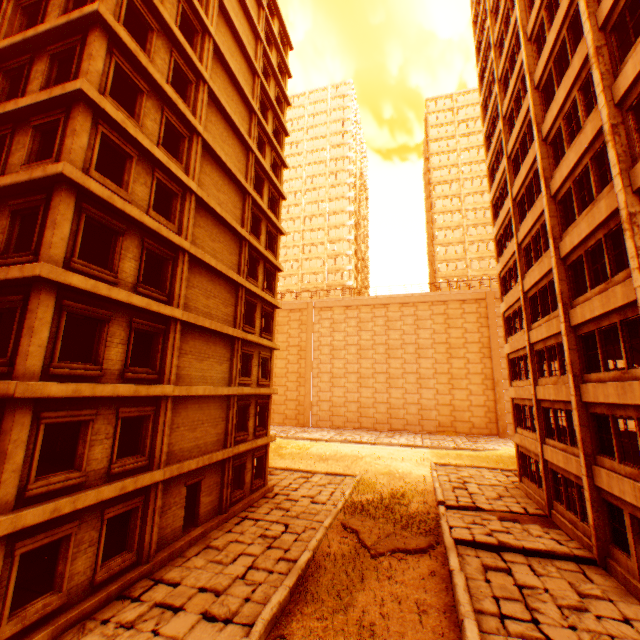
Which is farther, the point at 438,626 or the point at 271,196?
the point at 271,196

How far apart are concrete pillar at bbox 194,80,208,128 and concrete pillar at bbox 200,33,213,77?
0.4 meters

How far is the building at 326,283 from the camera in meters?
58.7

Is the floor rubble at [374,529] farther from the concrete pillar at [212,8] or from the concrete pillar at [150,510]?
the concrete pillar at [212,8]

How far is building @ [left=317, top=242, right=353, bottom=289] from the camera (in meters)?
58.66

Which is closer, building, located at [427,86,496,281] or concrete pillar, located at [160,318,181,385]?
concrete pillar, located at [160,318,181,385]

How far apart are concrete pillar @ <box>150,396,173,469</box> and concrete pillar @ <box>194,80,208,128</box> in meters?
12.5 m

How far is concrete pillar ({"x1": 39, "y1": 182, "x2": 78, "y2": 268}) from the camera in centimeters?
901cm
